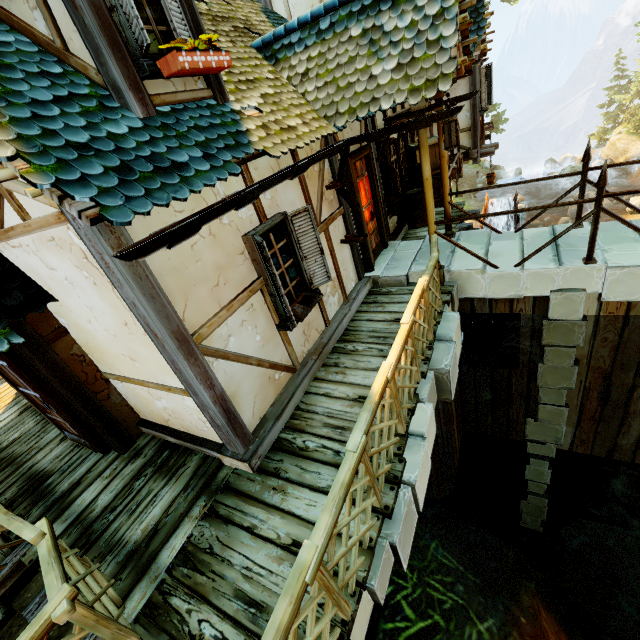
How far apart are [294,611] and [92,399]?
3.85m

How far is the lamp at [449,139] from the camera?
4.5m

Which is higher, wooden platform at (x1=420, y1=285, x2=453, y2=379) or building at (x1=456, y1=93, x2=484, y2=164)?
building at (x1=456, y1=93, x2=484, y2=164)

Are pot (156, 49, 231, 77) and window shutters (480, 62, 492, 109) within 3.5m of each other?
no

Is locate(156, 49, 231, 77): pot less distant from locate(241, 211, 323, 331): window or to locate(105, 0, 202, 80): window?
locate(105, 0, 202, 80): window

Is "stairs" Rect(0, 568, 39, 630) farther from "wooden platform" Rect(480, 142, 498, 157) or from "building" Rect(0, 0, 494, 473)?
"wooden platform" Rect(480, 142, 498, 157)

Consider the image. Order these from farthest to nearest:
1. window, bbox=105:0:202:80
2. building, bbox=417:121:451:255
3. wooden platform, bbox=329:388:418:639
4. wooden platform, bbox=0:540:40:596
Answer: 1. building, bbox=417:121:451:255
2. wooden platform, bbox=0:540:40:596
3. window, bbox=105:0:202:80
4. wooden platform, bbox=329:388:418:639

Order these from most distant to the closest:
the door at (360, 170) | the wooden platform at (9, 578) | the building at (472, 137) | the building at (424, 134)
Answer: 1. the building at (472, 137)
2. the door at (360, 170)
3. the building at (424, 134)
4. the wooden platform at (9, 578)
